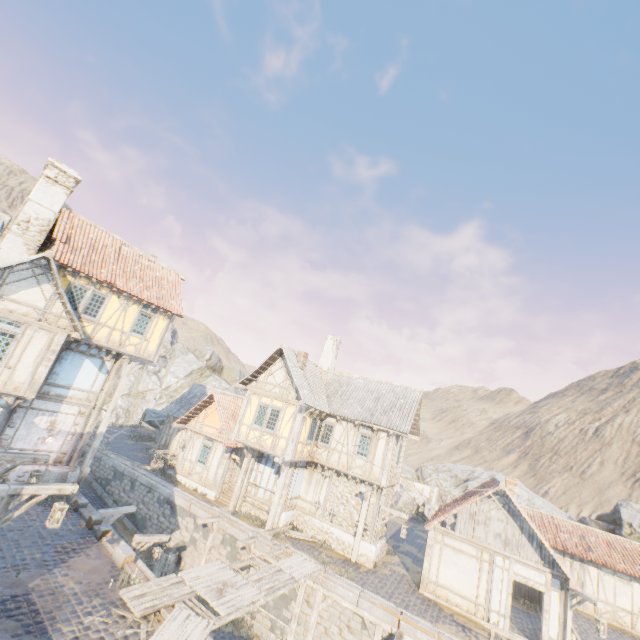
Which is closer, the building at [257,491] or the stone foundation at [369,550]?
the stone foundation at [369,550]

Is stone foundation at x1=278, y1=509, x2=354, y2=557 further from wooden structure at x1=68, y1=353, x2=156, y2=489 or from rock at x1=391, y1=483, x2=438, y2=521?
rock at x1=391, y1=483, x2=438, y2=521

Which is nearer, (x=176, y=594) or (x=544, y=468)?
(x=176, y=594)

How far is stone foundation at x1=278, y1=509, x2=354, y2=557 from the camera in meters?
17.7 m

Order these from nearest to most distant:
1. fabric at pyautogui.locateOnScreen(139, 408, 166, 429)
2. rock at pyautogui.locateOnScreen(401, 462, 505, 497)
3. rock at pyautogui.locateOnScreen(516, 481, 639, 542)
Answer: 1. rock at pyautogui.locateOnScreen(516, 481, 639, 542)
2. fabric at pyautogui.locateOnScreen(139, 408, 166, 429)
3. rock at pyautogui.locateOnScreen(401, 462, 505, 497)

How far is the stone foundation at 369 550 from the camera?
17.00m

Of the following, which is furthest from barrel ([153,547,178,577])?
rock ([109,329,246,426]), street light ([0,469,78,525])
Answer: rock ([109,329,246,426])

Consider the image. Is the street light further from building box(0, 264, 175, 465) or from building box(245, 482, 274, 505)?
building box(245, 482, 274, 505)
